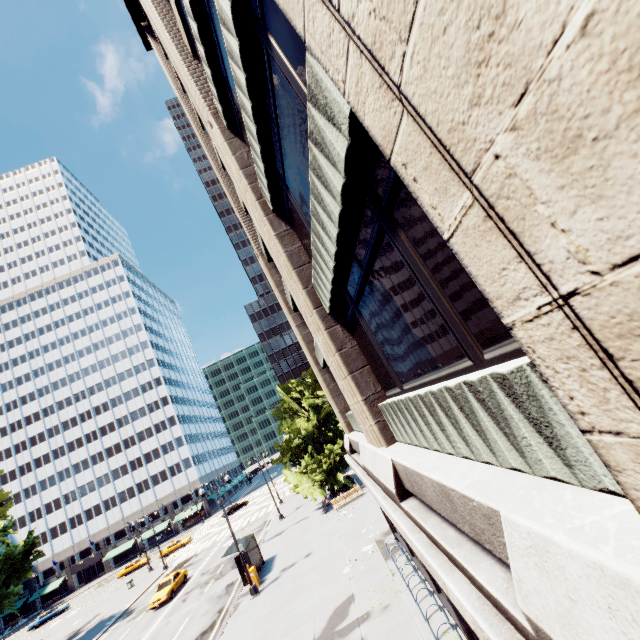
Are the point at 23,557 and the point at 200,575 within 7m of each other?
no

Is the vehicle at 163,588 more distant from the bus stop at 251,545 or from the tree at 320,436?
the tree at 320,436

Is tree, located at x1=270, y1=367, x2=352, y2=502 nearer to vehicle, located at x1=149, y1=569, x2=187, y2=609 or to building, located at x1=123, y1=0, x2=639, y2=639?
building, located at x1=123, y1=0, x2=639, y2=639

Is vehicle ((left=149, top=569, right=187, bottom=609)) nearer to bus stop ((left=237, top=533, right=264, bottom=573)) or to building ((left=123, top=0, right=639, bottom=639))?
bus stop ((left=237, top=533, right=264, bottom=573))

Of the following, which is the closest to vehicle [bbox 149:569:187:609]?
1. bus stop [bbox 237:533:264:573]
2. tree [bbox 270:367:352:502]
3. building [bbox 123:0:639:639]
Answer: bus stop [bbox 237:533:264:573]

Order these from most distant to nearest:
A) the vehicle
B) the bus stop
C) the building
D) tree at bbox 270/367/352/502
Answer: tree at bbox 270/367/352/502 < the vehicle < the bus stop < the building

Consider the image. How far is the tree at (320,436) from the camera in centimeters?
3100cm

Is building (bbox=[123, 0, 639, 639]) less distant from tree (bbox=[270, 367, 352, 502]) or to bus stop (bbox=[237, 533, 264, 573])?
tree (bbox=[270, 367, 352, 502])
